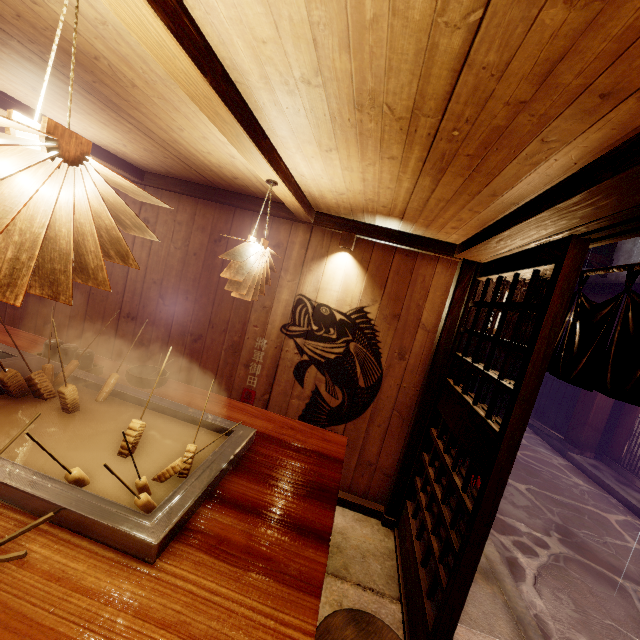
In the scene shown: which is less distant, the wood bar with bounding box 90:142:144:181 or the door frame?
the door frame

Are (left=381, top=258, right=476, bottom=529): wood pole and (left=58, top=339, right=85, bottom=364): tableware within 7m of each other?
yes

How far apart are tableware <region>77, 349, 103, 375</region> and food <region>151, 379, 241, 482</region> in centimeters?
219cm

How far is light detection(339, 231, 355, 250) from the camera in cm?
579

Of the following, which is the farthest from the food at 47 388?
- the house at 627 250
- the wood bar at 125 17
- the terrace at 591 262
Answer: the terrace at 591 262

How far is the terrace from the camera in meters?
16.2 m

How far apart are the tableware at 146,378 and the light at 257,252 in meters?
1.6 m

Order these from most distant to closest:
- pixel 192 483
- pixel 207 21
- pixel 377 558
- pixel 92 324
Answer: Result: pixel 92 324, pixel 377 558, pixel 192 483, pixel 207 21
